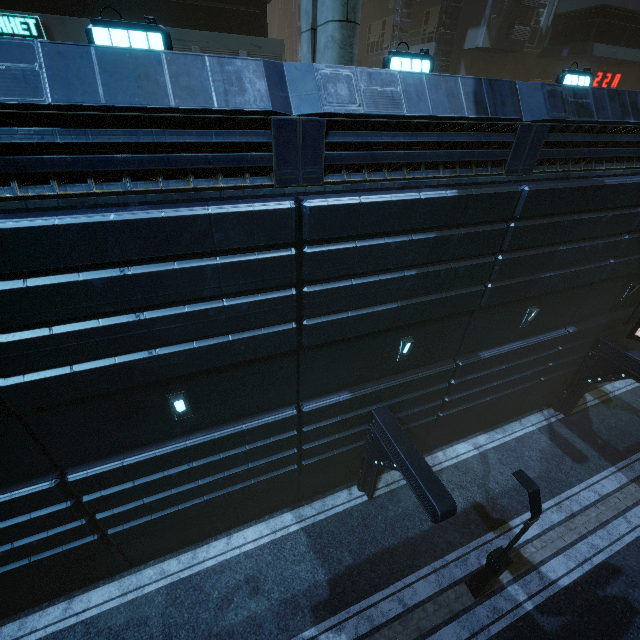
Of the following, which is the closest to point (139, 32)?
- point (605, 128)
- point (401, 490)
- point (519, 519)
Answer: point (605, 128)

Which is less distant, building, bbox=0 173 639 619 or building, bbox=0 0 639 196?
building, bbox=0 0 639 196

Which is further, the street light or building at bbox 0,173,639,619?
the street light

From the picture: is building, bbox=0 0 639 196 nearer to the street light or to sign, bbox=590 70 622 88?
sign, bbox=590 70 622 88

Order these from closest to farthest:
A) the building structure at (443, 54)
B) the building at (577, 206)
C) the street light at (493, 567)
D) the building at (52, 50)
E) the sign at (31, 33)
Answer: the building at (52, 50) → the building at (577, 206) → the street light at (493, 567) → the sign at (31, 33) → the building structure at (443, 54)

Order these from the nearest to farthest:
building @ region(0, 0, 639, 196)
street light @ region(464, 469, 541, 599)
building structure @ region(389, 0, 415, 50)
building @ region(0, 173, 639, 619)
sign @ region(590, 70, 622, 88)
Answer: building @ region(0, 0, 639, 196) < building @ region(0, 173, 639, 619) < street light @ region(464, 469, 541, 599) < building structure @ region(389, 0, 415, 50) < sign @ region(590, 70, 622, 88)

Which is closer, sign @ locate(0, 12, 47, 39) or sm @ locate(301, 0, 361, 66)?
sm @ locate(301, 0, 361, 66)

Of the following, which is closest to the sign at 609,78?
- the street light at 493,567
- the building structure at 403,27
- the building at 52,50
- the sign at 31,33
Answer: the building at 52,50
